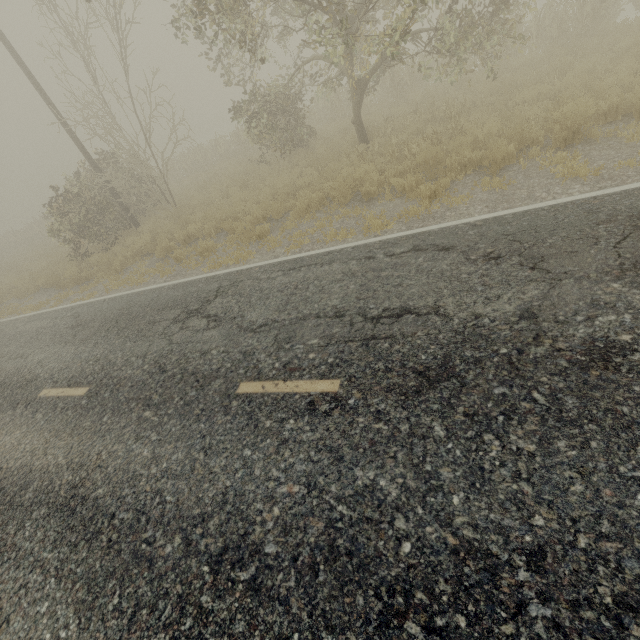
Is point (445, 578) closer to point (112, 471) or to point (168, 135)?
point (112, 471)

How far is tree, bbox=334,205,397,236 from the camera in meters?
6.8

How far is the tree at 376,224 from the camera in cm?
680
